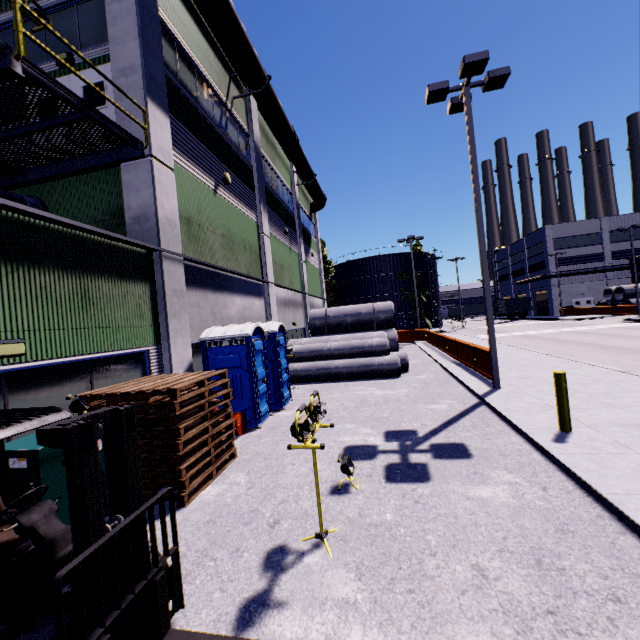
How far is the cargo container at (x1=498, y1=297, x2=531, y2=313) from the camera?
51.3 meters

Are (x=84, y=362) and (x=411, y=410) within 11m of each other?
yes

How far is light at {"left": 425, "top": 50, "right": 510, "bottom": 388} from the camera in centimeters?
953cm

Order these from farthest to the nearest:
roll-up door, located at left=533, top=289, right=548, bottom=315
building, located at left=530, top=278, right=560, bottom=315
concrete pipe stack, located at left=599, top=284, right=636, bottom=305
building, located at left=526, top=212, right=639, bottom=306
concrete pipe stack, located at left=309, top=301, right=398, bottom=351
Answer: roll-up door, located at left=533, top=289, right=548, bottom=315, building, located at left=530, top=278, right=560, bottom=315, building, located at left=526, top=212, right=639, bottom=306, concrete pipe stack, located at left=599, top=284, right=636, bottom=305, concrete pipe stack, located at left=309, top=301, right=398, bottom=351

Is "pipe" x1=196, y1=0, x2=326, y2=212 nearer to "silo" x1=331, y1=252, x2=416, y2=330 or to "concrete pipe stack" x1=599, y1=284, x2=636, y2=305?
"silo" x1=331, y1=252, x2=416, y2=330

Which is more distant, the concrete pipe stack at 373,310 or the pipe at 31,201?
the concrete pipe stack at 373,310

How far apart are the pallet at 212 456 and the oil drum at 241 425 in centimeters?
17cm

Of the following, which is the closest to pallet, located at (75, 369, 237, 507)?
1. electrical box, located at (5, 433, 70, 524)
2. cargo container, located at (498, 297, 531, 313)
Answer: electrical box, located at (5, 433, 70, 524)
